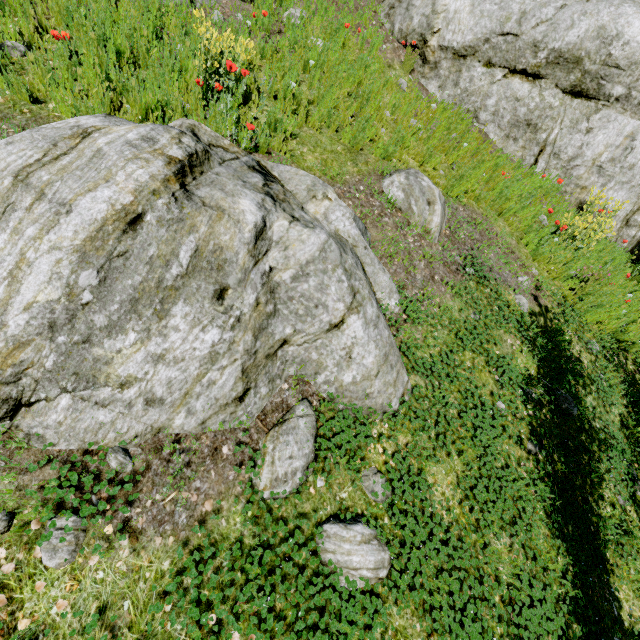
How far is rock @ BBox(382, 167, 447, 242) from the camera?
4.4 meters

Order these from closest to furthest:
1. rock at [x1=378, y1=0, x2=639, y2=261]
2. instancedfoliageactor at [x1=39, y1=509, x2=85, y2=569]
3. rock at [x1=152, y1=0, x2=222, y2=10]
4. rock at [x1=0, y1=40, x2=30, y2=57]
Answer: instancedfoliageactor at [x1=39, y1=509, x2=85, y2=569] → rock at [x1=0, y1=40, x2=30, y2=57] → rock at [x1=152, y1=0, x2=222, y2=10] → rock at [x1=378, y1=0, x2=639, y2=261]

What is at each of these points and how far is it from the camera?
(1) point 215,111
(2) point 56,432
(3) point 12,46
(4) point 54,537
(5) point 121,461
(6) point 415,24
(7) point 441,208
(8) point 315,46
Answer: (1) rock, 3.73m
(2) rock, 1.87m
(3) rock, 3.13m
(4) instancedfoliageactor, 1.69m
(5) instancedfoliageactor, 1.97m
(6) rock, 6.70m
(7) rock, 4.48m
(8) rock, 5.56m

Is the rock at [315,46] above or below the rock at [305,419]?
above

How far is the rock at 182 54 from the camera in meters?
3.6

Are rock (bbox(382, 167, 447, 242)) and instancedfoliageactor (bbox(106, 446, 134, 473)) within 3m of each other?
no

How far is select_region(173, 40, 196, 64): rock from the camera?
3.6 meters

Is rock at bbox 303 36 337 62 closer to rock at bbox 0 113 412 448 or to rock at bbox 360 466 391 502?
rock at bbox 0 113 412 448
